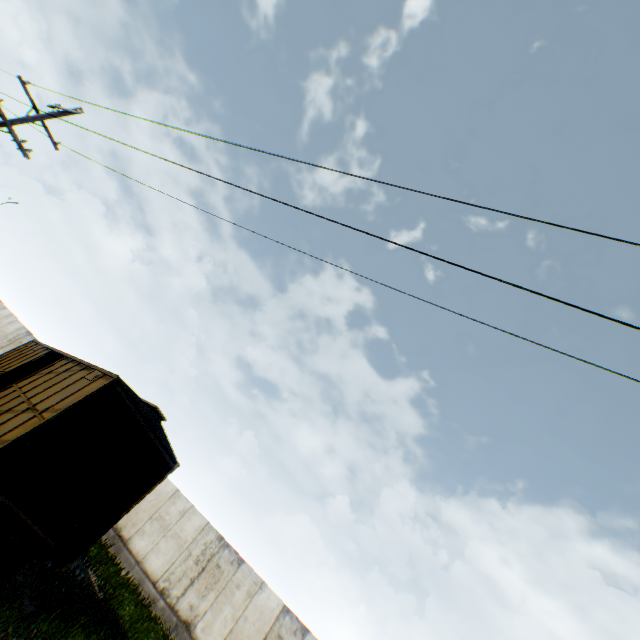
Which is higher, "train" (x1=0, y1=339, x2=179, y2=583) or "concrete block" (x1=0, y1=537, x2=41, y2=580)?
"train" (x1=0, y1=339, x2=179, y2=583)

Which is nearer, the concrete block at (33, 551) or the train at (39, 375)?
the train at (39, 375)

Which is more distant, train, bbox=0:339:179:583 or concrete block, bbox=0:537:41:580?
concrete block, bbox=0:537:41:580

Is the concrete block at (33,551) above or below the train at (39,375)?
below

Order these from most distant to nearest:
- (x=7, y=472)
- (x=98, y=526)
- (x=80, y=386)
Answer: (x=80, y=386)
(x=98, y=526)
(x=7, y=472)
